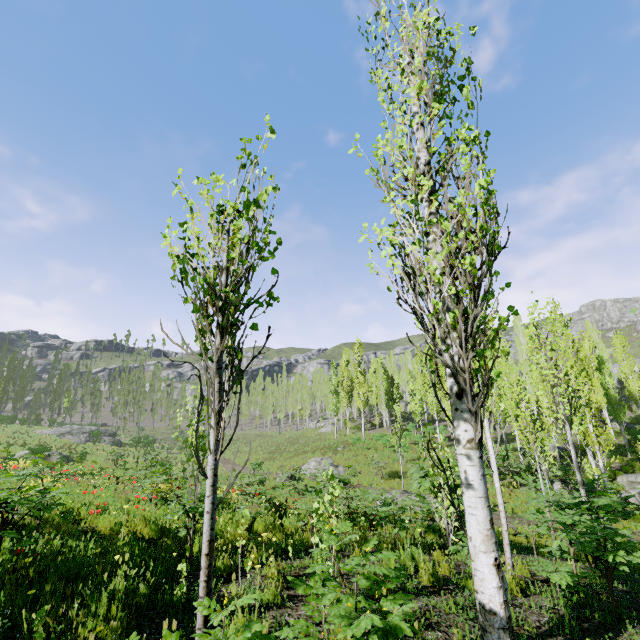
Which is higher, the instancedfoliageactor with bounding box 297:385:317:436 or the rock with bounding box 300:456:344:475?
the instancedfoliageactor with bounding box 297:385:317:436

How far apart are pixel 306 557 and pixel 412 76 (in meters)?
7.52

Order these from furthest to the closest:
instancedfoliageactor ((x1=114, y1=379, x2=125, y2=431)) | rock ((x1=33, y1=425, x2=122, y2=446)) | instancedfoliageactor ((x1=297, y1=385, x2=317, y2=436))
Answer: instancedfoliageactor ((x1=114, y1=379, x2=125, y2=431))
instancedfoliageactor ((x1=297, y1=385, x2=317, y2=436))
rock ((x1=33, y1=425, x2=122, y2=446))

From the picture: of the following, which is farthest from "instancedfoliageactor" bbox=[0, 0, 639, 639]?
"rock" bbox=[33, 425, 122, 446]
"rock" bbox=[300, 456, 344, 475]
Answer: "rock" bbox=[300, 456, 344, 475]

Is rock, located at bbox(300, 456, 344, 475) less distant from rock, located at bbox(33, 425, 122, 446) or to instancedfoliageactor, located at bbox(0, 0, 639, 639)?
instancedfoliageactor, located at bbox(0, 0, 639, 639)

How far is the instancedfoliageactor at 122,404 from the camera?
58.0m

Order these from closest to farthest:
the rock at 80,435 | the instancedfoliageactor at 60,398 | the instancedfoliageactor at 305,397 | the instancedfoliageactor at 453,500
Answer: the instancedfoliageactor at 453,500
the rock at 80,435
the instancedfoliageactor at 60,398
the instancedfoliageactor at 305,397
